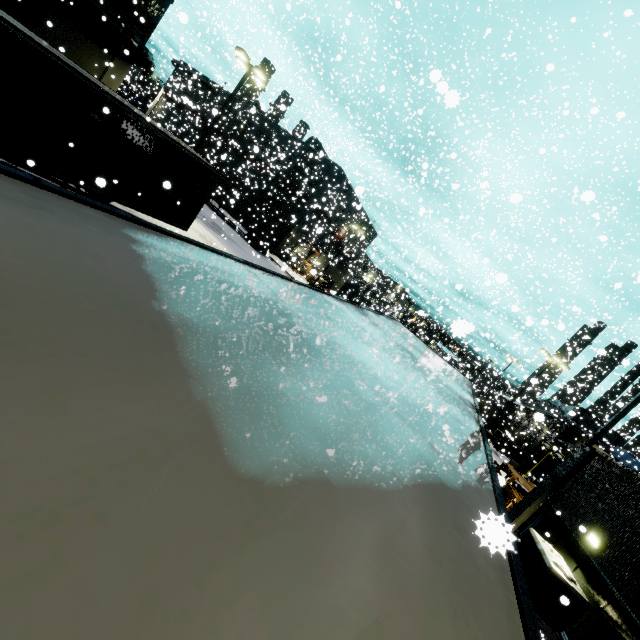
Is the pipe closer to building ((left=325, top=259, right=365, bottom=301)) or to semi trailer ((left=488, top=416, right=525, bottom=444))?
building ((left=325, top=259, right=365, bottom=301))

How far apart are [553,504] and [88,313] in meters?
15.1 m

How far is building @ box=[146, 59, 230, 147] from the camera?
33.16m

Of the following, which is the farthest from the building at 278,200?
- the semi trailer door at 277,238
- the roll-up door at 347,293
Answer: the semi trailer door at 277,238

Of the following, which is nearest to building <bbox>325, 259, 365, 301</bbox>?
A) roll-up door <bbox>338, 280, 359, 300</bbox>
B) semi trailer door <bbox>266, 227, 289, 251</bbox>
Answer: roll-up door <bbox>338, 280, 359, 300</bbox>

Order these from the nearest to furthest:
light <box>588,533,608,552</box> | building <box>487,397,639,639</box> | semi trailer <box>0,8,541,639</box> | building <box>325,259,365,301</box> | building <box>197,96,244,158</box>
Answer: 1. semi trailer <box>0,8,541,639</box>
2. building <box>487,397,639,639</box>
3. light <box>588,533,608,552</box>
4. building <box>197,96,244,158</box>
5. building <box>325,259,365,301</box>

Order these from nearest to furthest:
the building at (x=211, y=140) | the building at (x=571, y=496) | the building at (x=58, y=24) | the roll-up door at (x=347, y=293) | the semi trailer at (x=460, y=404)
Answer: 1. the semi trailer at (x=460, y=404)
2. the building at (x=571, y=496)
3. the building at (x=58, y=24)
4. the roll-up door at (x=347, y=293)
5. the building at (x=211, y=140)

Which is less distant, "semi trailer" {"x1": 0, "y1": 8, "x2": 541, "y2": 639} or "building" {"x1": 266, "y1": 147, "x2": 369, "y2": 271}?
"semi trailer" {"x1": 0, "y1": 8, "x2": 541, "y2": 639}
